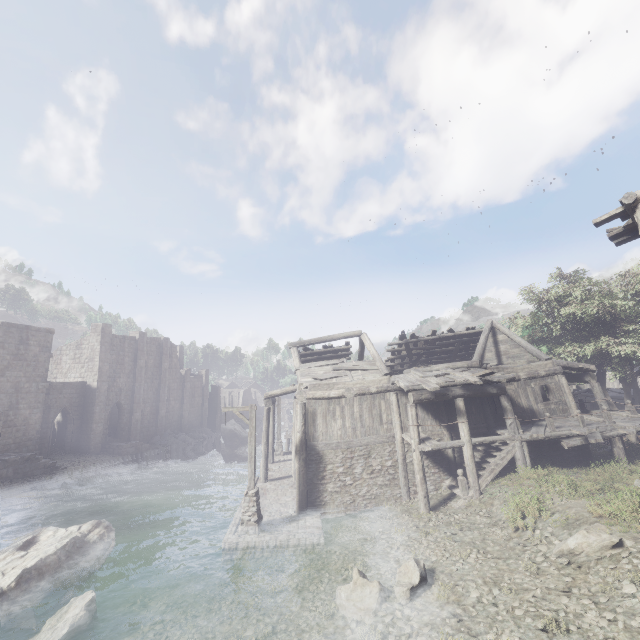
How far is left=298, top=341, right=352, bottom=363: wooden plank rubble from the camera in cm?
2241

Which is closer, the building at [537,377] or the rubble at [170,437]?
the building at [537,377]

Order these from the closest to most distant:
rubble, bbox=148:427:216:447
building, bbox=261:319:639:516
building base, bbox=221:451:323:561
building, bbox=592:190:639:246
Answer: building, bbox=592:190:639:246, building base, bbox=221:451:323:561, building, bbox=261:319:639:516, rubble, bbox=148:427:216:447

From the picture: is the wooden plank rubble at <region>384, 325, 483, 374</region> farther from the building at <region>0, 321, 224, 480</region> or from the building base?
the building base

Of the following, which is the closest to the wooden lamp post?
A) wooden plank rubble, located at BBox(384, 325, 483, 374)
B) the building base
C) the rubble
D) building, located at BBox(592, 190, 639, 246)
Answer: the building base

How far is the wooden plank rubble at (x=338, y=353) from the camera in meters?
22.4

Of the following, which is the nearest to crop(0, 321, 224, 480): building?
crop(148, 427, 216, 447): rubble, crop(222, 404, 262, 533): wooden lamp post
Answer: crop(148, 427, 216, 447): rubble

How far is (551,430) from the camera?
14.7 meters
